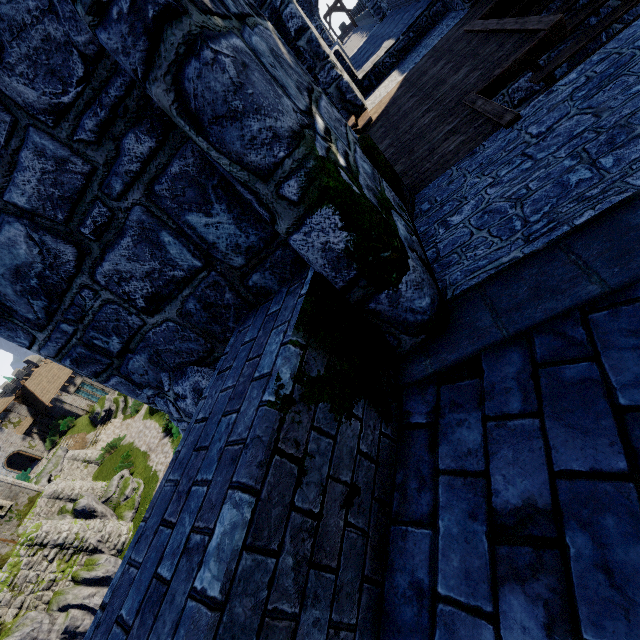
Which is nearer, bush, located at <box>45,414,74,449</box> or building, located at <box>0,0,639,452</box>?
building, located at <box>0,0,639,452</box>

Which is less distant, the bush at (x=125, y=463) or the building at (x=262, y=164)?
the building at (x=262, y=164)

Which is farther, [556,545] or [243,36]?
[243,36]

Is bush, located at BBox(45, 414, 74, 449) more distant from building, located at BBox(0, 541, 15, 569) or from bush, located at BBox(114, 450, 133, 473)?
bush, located at BBox(114, 450, 133, 473)

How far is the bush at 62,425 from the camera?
35.91m

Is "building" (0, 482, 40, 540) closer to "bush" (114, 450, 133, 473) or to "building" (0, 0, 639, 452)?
"bush" (114, 450, 133, 473)

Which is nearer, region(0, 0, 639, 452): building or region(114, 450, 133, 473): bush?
region(0, 0, 639, 452): building

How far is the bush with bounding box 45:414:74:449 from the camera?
35.9 meters
